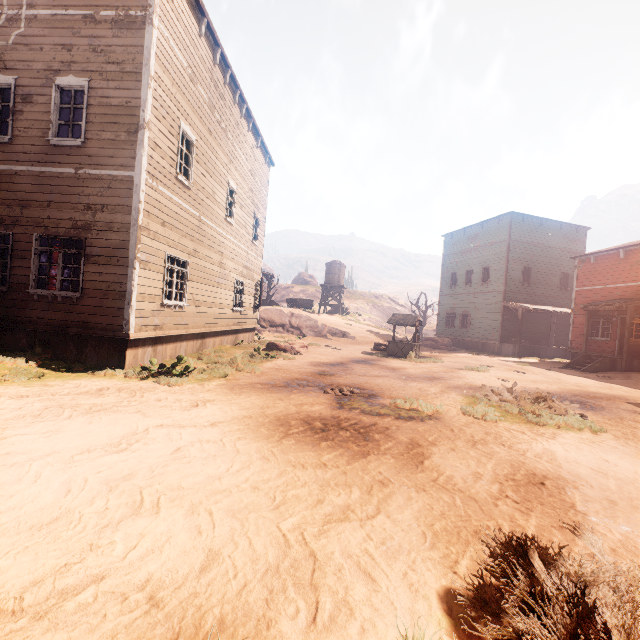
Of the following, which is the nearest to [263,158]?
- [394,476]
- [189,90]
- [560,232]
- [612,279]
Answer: [189,90]

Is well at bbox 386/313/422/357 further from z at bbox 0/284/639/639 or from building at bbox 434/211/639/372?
building at bbox 434/211/639/372

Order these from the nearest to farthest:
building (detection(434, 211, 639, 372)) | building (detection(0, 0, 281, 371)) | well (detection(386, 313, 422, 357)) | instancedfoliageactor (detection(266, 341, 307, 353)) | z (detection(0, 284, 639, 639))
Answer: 1. z (detection(0, 284, 639, 639))
2. building (detection(0, 0, 281, 371))
3. instancedfoliageactor (detection(266, 341, 307, 353))
4. well (detection(386, 313, 422, 357))
5. building (detection(434, 211, 639, 372))

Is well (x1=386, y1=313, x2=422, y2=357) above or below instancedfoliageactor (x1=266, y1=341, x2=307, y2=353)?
above

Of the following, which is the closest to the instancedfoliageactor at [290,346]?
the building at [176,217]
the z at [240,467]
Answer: the z at [240,467]

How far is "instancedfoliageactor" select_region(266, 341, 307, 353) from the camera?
14.84m

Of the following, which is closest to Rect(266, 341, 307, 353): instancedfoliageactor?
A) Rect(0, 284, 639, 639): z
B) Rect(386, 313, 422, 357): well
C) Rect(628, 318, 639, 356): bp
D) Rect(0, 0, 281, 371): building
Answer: Rect(0, 284, 639, 639): z

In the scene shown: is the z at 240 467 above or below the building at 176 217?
below
